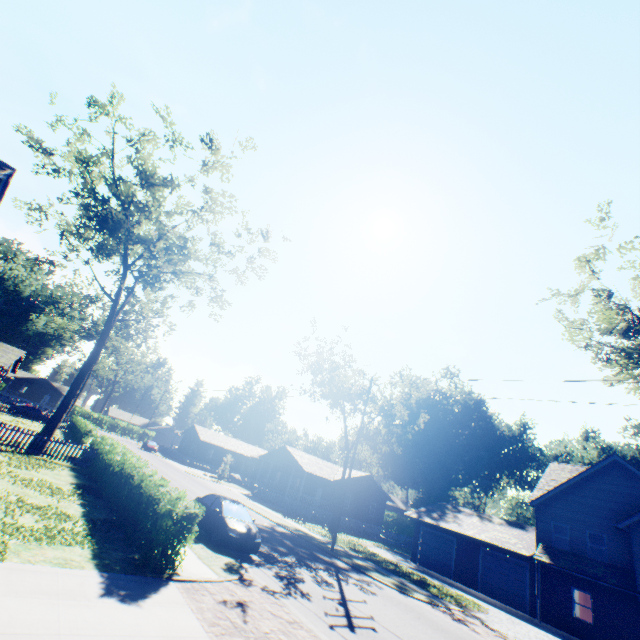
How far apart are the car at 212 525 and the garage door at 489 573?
20.83m

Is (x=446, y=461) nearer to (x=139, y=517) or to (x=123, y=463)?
(x=123, y=463)

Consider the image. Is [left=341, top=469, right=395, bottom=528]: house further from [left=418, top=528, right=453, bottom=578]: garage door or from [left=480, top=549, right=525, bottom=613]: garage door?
[left=480, top=549, right=525, bottom=613]: garage door

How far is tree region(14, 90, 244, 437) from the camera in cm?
2045

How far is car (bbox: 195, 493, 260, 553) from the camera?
13.0m

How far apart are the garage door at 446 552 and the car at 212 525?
20.9m

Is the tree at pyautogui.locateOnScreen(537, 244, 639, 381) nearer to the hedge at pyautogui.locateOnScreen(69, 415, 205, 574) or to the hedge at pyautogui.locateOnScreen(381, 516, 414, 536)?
the hedge at pyautogui.locateOnScreen(69, 415, 205, 574)

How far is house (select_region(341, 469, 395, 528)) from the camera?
40.8 meters
